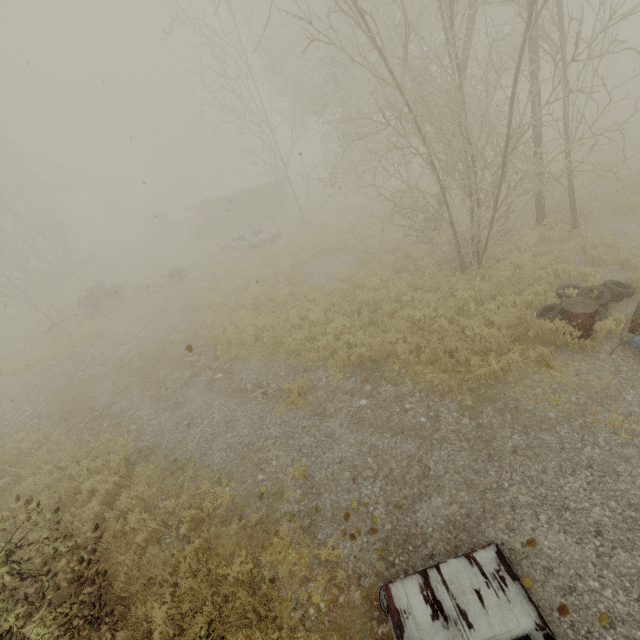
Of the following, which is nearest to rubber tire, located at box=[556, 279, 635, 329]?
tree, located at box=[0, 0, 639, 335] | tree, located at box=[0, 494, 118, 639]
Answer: tree, located at box=[0, 494, 118, 639]

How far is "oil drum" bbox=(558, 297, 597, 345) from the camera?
6.5m

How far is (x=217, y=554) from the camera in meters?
5.7 m

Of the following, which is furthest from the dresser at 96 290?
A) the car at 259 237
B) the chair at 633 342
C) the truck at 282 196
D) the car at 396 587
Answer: the chair at 633 342

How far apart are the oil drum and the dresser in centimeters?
2084cm

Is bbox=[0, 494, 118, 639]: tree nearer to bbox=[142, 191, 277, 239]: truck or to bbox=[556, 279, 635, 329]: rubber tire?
bbox=[556, 279, 635, 329]: rubber tire

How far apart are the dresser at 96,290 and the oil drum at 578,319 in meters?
20.8 m

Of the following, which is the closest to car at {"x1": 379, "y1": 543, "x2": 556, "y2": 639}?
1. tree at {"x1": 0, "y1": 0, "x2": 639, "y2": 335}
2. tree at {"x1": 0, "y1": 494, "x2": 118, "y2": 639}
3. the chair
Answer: tree at {"x1": 0, "y1": 494, "x2": 118, "y2": 639}
